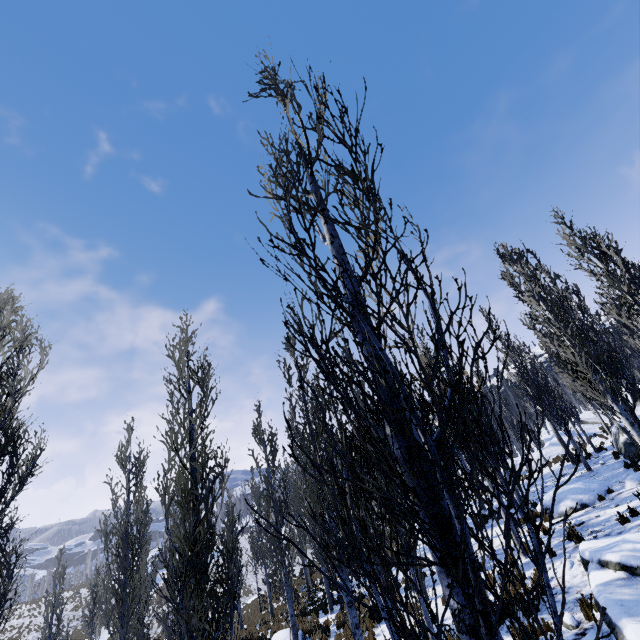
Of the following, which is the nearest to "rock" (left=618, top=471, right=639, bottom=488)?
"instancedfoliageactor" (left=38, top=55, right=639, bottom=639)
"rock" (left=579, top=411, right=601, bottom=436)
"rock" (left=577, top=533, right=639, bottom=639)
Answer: "instancedfoliageactor" (left=38, top=55, right=639, bottom=639)

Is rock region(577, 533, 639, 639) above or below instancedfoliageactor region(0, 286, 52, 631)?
below

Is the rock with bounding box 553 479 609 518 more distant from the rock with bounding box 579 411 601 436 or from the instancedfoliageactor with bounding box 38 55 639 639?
the rock with bounding box 579 411 601 436

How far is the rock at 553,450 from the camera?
27.0m

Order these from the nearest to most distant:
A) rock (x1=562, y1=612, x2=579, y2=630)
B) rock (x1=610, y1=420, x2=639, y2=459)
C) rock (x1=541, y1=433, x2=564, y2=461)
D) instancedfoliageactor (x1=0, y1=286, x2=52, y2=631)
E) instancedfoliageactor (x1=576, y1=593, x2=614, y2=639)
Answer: instancedfoliageactor (x1=576, y1=593, x2=614, y2=639) → rock (x1=562, y1=612, x2=579, y2=630) → instancedfoliageactor (x1=0, y1=286, x2=52, y2=631) → rock (x1=610, y1=420, x2=639, y2=459) → rock (x1=541, y1=433, x2=564, y2=461)

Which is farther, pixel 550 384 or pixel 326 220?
pixel 550 384

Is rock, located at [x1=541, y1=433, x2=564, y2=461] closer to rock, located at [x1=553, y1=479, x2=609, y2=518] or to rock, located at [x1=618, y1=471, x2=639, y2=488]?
rock, located at [x1=553, y1=479, x2=609, y2=518]

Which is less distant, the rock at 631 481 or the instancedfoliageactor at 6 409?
the instancedfoliageactor at 6 409
